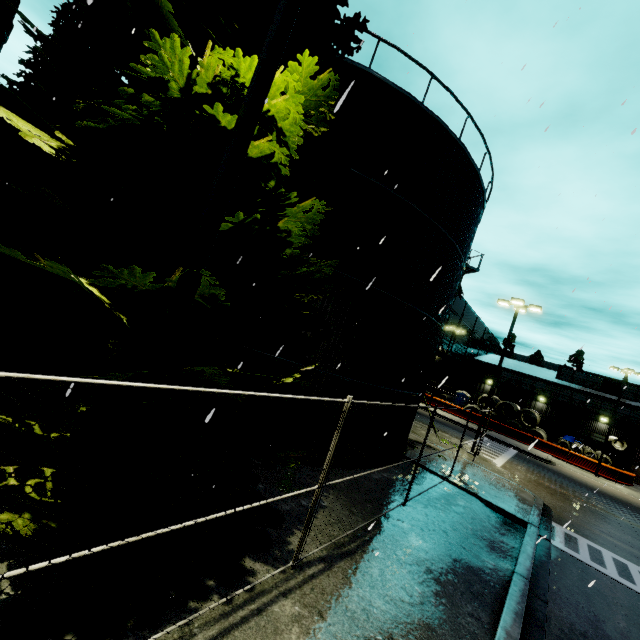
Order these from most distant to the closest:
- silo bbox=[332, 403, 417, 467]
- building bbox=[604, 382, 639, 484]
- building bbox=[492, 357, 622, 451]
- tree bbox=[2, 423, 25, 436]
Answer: building bbox=[492, 357, 622, 451] → building bbox=[604, 382, 639, 484] → silo bbox=[332, 403, 417, 467] → tree bbox=[2, 423, 25, 436]

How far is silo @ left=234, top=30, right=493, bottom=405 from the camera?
9.78m

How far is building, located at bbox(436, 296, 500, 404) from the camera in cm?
4384

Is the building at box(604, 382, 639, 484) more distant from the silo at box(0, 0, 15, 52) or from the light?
the light

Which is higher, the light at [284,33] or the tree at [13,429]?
→ the light at [284,33]

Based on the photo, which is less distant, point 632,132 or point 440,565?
point 632,132

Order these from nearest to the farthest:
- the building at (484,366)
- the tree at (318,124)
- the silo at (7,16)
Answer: the tree at (318,124) < the silo at (7,16) < the building at (484,366)

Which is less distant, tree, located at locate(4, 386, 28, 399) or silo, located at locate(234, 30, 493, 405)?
tree, located at locate(4, 386, 28, 399)
